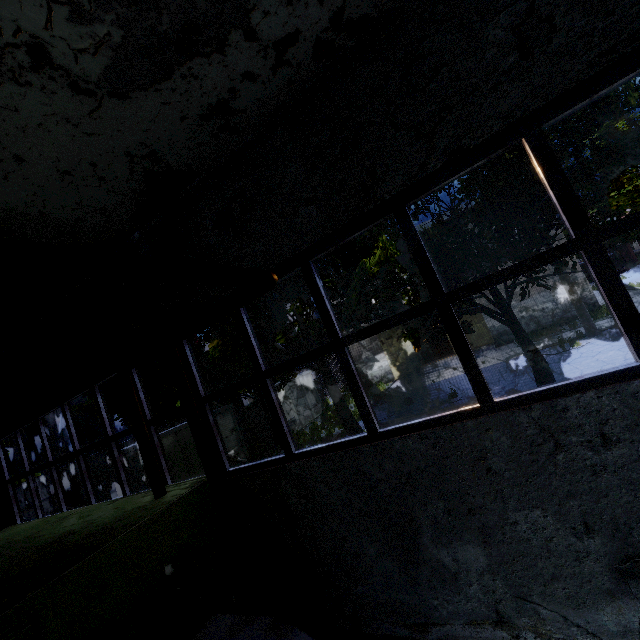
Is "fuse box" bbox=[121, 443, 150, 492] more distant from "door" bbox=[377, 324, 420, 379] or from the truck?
the truck

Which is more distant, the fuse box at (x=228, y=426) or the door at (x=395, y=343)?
the door at (x=395, y=343)

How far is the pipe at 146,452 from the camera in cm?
349

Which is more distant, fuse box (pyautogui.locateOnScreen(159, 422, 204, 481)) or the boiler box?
fuse box (pyautogui.locateOnScreen(159, 422, 204, 481))

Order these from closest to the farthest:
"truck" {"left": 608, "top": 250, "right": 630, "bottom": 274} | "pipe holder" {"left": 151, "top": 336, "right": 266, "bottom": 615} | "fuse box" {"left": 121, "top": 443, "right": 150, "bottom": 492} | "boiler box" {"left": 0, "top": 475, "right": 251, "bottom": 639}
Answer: "boiler box" {"left": 0, "top": 475, "right": 251, "bottom": 639}
"pipe holder" {"left": 151, "top": 336, "right": 266, "bottom": 615}
"fuse box" {"left": 121, "top": 443, "right": 150, "bottom": 492}
"truck" {"left": 608, "top": 250, "right": 630, "bottom": 274}

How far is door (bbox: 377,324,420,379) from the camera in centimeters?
2458cm

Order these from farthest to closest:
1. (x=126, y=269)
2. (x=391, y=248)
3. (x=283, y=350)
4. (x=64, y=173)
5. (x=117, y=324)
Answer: (x=283, y=350) → (x=391, y=248) → (x=117, y=324) → (x=64, y=173) → (x=126, y=269)

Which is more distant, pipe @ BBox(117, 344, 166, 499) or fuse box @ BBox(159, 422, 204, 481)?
fuse box @ BBox(159, 422, 204, 481)
